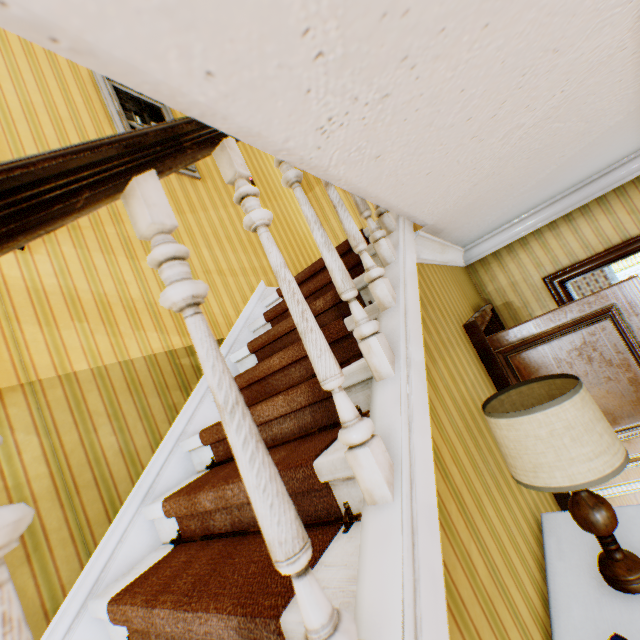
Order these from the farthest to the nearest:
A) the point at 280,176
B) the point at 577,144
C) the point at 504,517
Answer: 1. the point at 280,176
2. the point at 577,144
3. the point at 504,517

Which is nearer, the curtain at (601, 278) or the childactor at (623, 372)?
the childactor at (623, 372)

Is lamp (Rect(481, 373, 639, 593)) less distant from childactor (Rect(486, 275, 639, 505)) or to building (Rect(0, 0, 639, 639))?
building (Rect(0, 0, 639, 639))

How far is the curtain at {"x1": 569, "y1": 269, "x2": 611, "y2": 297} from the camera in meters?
8.1 m

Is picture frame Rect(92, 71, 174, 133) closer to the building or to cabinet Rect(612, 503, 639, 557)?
the building

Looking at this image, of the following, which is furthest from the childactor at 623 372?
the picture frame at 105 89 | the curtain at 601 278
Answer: the curtain at 601 278

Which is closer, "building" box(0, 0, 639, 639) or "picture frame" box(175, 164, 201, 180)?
"building" box(0, 0, 639, 639)

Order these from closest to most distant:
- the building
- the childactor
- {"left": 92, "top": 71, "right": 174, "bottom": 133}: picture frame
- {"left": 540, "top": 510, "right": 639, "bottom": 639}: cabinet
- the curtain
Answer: the building
{"left": 540, "top": 510, "right": 639, "bottom": 639}: cabinet
the childactor
{"left": 92, "top": 71, "right": 174, "bottom": 133}: picture frame
the curtain
